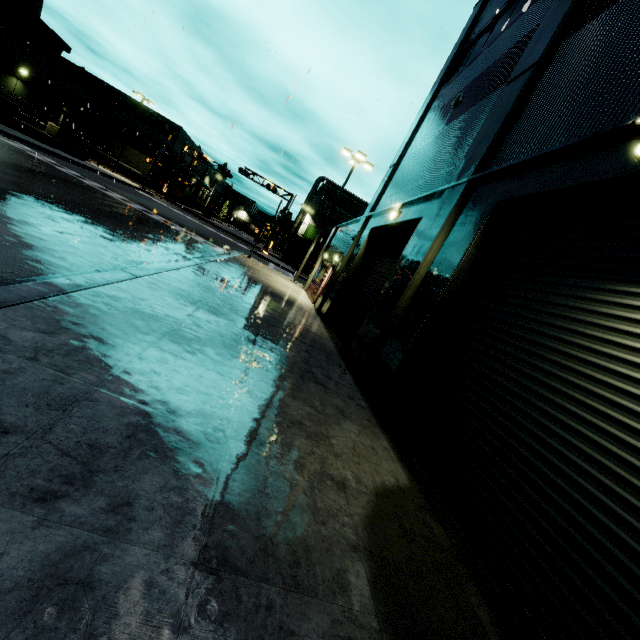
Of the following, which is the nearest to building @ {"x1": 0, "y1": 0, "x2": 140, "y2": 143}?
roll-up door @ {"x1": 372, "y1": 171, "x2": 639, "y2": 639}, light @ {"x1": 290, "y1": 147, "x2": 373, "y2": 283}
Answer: roll-up door @ {"x1": 372, "y1": 171, "x2": 639, "y2": 639}

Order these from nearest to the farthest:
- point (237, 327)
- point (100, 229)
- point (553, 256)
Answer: point (553, 256)
point (237, 327)
point (100, 229)

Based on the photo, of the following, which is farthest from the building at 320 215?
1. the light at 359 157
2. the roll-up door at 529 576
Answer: the light at 359 157

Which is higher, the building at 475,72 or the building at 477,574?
the building at 475,72

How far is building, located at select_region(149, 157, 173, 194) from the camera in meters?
50.9 m

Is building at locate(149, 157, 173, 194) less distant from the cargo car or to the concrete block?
the concrete block

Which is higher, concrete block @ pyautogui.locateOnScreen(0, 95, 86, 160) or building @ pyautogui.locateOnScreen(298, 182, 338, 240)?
building @ pyautogui.locateOnScreen(298, 182, 338, 240)

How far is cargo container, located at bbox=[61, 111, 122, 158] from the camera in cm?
4426
